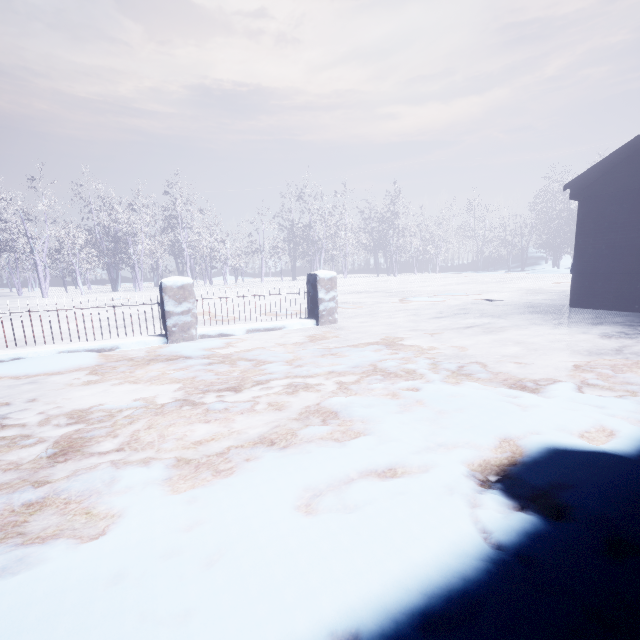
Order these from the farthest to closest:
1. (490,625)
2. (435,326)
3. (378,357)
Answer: (435,326) < (378,357) < (490,625)
